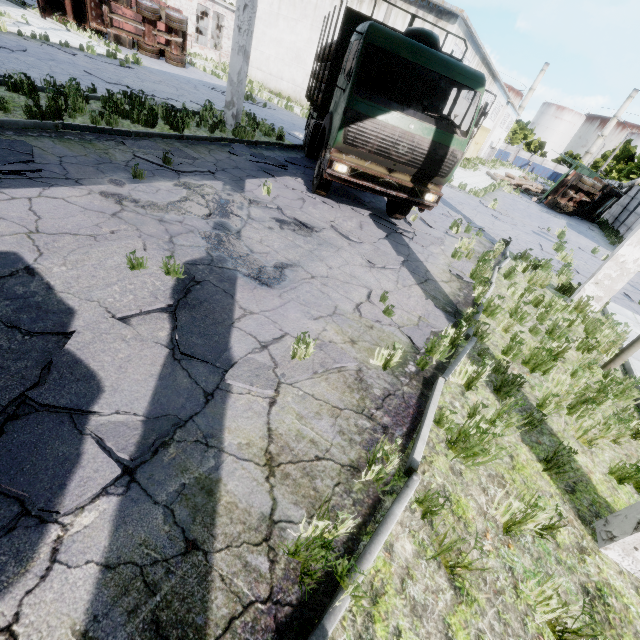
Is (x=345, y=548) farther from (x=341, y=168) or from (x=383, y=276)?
(x=341, y=168)

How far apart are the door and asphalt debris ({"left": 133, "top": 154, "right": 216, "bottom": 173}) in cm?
4321

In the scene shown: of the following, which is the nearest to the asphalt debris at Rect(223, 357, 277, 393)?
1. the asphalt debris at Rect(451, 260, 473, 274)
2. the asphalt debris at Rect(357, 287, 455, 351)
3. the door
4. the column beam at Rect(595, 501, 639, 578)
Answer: the asphalt debris at Rect(357, 287, 455, 351)

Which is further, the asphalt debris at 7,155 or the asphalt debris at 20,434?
the asphalt debris at 7,155

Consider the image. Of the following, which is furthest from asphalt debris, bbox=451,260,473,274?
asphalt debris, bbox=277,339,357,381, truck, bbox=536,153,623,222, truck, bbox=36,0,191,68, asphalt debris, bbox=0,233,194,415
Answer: truck, bbox=36,0,191,68

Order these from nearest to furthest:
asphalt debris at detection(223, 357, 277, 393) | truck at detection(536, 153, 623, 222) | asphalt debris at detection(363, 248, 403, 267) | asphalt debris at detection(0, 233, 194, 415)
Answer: asphalt debris at detection(0, 233, 194, 415) < asphalt debris at detection(223, 357, 277, 393) < asphalt debris at detection(363, 248, 403, 267) < truck at detection(536, 153, 623, 222)

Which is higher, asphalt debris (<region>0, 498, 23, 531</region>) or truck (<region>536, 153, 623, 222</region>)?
truck (<region>536, 153, 623, 222</region>)

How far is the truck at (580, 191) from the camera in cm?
2420
